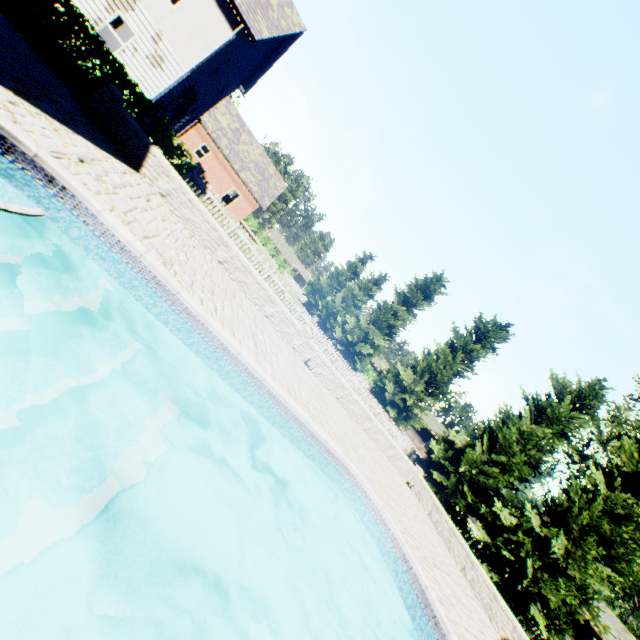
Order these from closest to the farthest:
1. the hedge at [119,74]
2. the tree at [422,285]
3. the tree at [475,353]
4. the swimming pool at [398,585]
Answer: the swimming pool at [398,585], the hedge at [119,74], the tree at [475,353], the tree at [422,285]

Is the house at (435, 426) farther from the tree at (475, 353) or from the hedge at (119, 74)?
the hedge at (119, 74)

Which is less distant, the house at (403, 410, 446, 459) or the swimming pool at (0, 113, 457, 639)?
the swimming pool at (0, 113, 457, 639)

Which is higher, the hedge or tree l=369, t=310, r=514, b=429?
tree l=369, t=310, r=514, b=429

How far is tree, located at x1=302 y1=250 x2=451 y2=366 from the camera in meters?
30.7 m

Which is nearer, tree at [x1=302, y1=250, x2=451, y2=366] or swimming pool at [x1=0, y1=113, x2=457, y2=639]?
swimming pool at [x1=0, y1=113, x2=457, y2=639]

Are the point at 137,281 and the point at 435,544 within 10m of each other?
no

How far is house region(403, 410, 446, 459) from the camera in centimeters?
4653cm
